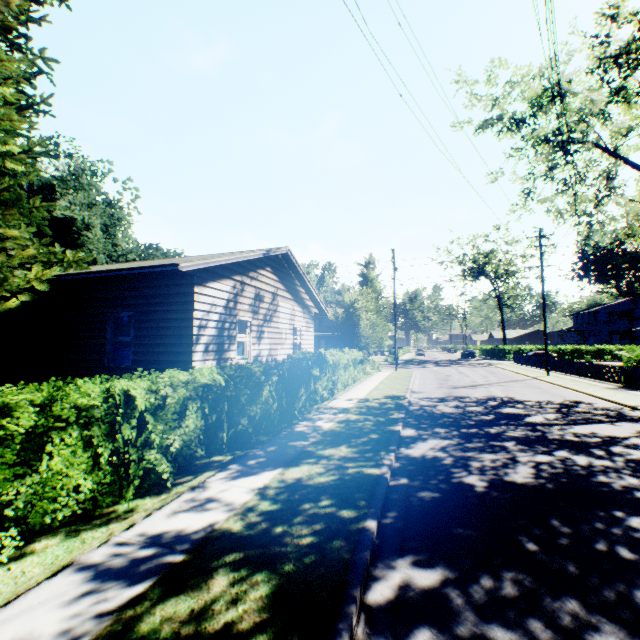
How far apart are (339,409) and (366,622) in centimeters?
946cm

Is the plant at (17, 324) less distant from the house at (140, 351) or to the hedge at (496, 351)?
the house at (140, 351)

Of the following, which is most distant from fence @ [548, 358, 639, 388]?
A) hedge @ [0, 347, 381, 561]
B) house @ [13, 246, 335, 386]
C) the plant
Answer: the plant

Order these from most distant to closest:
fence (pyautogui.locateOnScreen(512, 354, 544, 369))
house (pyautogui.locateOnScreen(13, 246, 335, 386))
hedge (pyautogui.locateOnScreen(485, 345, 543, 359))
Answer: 1. hedge (pyautogui.locateOnScreen(485, 345, 543, 359))
2. fence (pyautogui.locateOnScreen(512, 354, 544, 369))
3. house (pyautogui.locateOnScreen(13, 246, 335, 386))

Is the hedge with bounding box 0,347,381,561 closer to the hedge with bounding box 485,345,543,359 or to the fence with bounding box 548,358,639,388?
the fence with bounding box 548,358,639,388

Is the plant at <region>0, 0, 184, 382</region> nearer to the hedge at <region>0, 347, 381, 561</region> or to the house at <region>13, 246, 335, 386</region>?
the house at <region>13, 246, 335, 386</region>

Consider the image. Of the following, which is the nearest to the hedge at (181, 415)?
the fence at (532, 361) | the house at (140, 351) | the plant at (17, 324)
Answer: the house at (140, 351)

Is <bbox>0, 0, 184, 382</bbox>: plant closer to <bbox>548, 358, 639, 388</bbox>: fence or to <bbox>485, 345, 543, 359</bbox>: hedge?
<bbox>485, 345, 543, 359</bbox>: hedge
